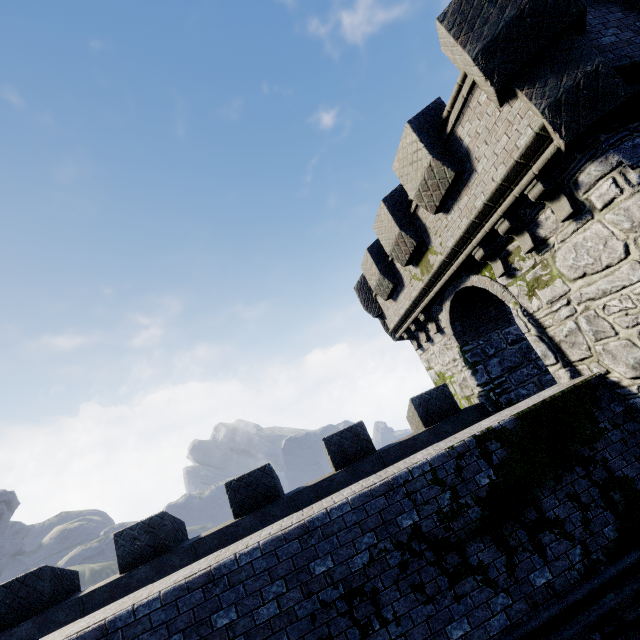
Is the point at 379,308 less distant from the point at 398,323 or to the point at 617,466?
the point at 398,323
